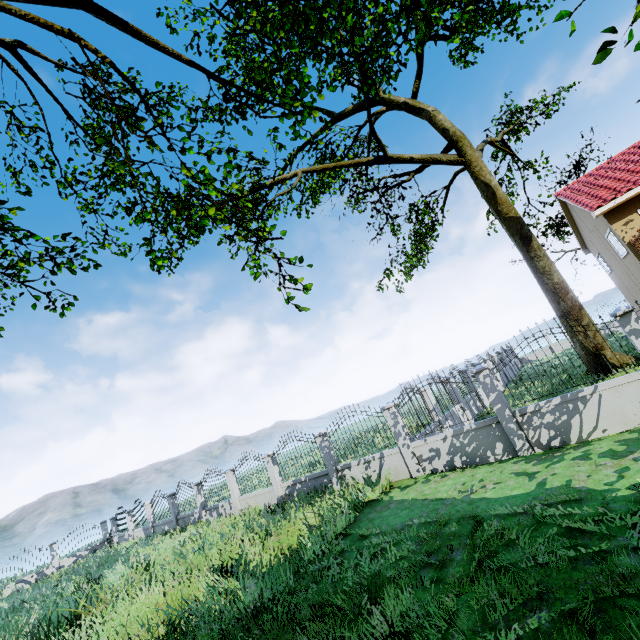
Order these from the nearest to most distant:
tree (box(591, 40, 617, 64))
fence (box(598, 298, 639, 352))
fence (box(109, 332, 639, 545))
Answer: tree (box(591, 40, 617, 64)), fence (box(598, 298, 639, 352)), fence (box(109, 332, 639, 545))

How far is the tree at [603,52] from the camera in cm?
345

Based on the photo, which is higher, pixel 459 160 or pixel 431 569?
pixel 459 160

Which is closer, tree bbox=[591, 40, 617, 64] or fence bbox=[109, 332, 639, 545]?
tree bbox=[591, 40, 617, 64]

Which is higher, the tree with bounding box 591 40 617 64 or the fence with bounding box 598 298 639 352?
the tree with bounding box 591 40 617 64

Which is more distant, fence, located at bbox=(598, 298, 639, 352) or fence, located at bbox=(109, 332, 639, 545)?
fence, located at bbox=(109, 332, 639, 545)

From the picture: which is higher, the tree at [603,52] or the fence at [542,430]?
the tree at [603,52]
